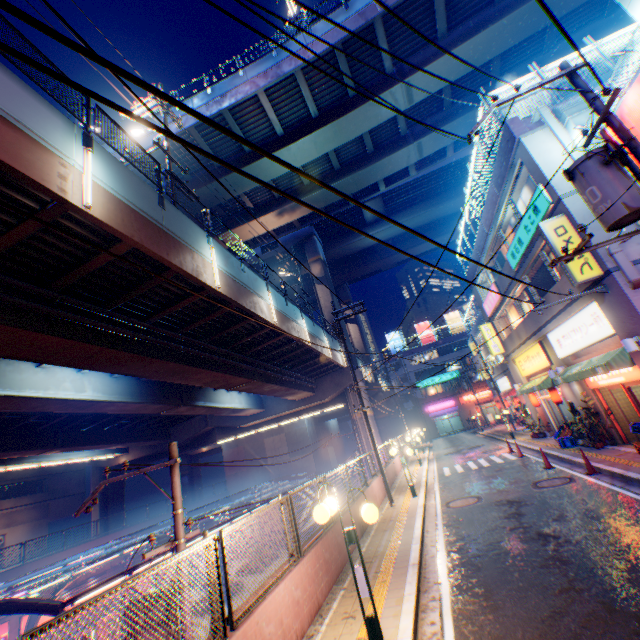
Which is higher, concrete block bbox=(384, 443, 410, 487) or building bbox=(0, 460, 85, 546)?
building bbox=(0, 460, 85, 546)

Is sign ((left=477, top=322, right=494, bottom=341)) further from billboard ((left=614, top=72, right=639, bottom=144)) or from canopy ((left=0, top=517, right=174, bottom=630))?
canopy ((left=0, top=517, right=174, bottom=630))

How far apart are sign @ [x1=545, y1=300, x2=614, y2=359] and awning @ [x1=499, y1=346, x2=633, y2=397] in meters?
0.4 m

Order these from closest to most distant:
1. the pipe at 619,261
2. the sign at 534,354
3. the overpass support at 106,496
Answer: the pipe at 619,261, the sign at 534,354, the overpass support at 106,496

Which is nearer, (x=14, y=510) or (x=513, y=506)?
(x=513, y=506)

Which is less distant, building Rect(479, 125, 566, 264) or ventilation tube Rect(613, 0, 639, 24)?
ventilation tube Rect(613, 0, 639, 24)

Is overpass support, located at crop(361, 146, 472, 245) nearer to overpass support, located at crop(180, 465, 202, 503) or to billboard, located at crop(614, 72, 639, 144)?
overpass support, located at crop(180, 465, 202, 503)

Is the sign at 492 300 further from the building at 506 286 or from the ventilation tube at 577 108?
the ventilation tube at 577 108
